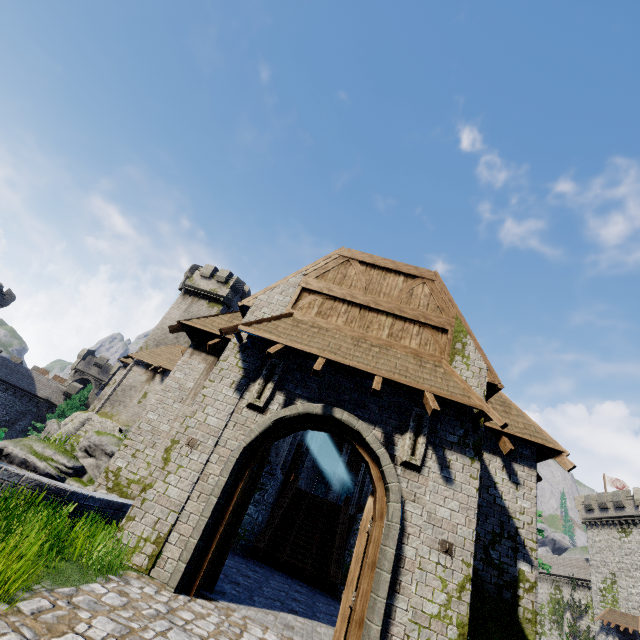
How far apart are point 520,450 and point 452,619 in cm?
601

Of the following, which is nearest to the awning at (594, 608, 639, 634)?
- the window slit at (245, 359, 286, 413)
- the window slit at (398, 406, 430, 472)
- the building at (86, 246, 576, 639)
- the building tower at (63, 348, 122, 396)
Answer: the building at (86, 246, 576, 639)

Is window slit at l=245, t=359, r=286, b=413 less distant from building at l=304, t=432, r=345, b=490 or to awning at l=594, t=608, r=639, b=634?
building at l=304, t=432, r=345, b=490

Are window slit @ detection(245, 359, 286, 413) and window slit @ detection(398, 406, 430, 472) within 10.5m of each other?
yes

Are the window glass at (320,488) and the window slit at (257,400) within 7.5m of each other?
no

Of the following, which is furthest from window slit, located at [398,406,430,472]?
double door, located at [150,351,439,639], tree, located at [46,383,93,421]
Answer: tree, located at [46,383,93,421]

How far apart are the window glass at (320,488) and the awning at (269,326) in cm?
3279

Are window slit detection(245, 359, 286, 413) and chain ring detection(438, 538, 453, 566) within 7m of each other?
yes
